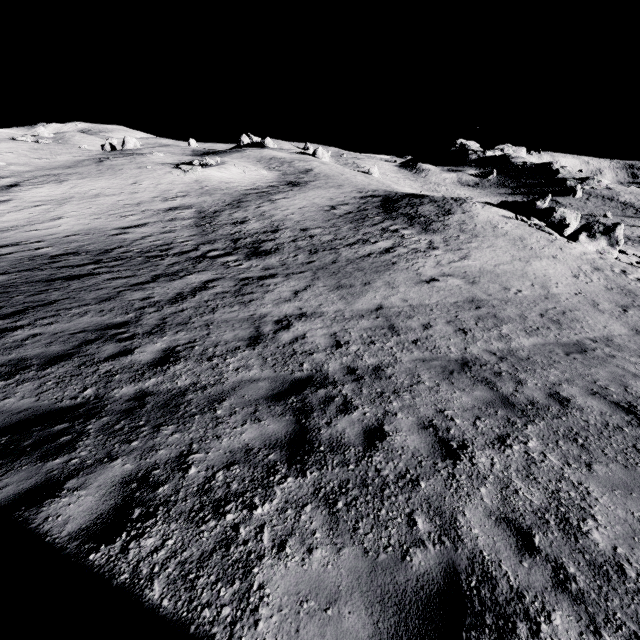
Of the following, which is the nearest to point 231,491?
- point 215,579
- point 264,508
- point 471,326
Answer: point 264,508
